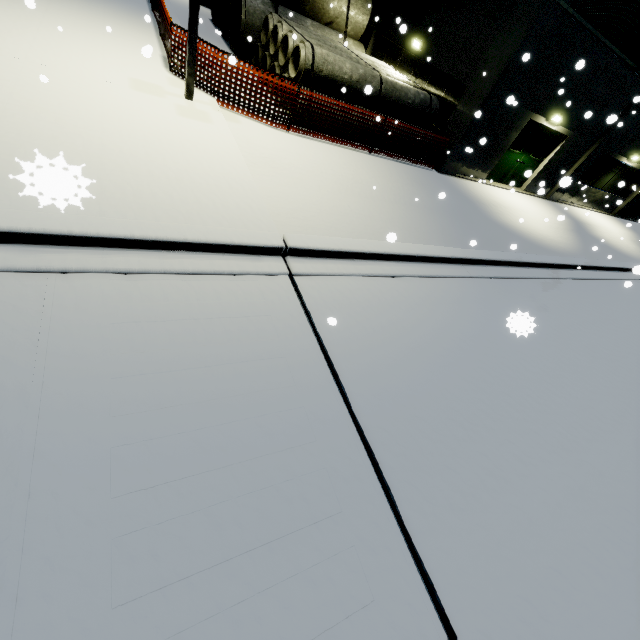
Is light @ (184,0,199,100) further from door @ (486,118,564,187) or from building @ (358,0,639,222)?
door @ (486,118,564,187)

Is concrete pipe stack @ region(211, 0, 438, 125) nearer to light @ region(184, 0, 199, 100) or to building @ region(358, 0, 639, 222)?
building @ region(358, 0, 639, 222)

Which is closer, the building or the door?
the building

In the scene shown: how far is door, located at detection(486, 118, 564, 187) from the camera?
12.8 meters

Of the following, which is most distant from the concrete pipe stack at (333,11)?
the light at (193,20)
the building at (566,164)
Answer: the light at (193,20)

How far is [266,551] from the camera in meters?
2.7

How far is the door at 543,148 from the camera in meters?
12.8 m
